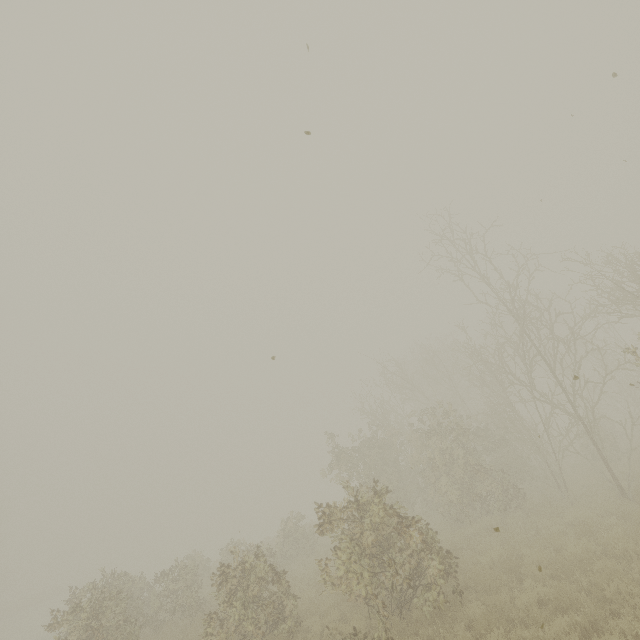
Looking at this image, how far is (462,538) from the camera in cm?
1238
